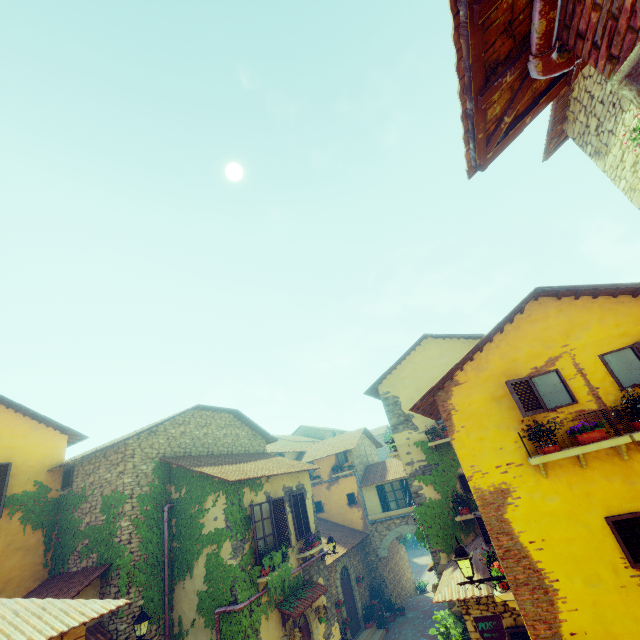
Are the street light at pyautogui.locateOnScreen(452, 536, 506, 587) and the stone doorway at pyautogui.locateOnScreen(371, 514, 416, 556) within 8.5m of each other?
no

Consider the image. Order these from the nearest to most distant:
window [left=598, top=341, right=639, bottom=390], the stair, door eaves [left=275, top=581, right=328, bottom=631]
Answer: window [left=598, top=341, right=639, bottom=390] < door eaves [left=275, top=581, right=328, bottom=631] < the stair

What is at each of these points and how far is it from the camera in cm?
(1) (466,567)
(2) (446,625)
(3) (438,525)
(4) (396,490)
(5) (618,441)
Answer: (1) street light, 602
(2) potted tree, 1059
(3) vines, 1139
(4) window, 1988
(5) window sill, 524

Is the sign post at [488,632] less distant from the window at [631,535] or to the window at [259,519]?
the window at [259,519]

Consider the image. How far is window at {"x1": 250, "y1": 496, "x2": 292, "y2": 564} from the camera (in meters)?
10.73

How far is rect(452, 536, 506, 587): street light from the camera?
5.9m

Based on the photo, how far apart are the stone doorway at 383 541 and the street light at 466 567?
14.5 meters

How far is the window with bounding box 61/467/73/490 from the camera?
11.8m
